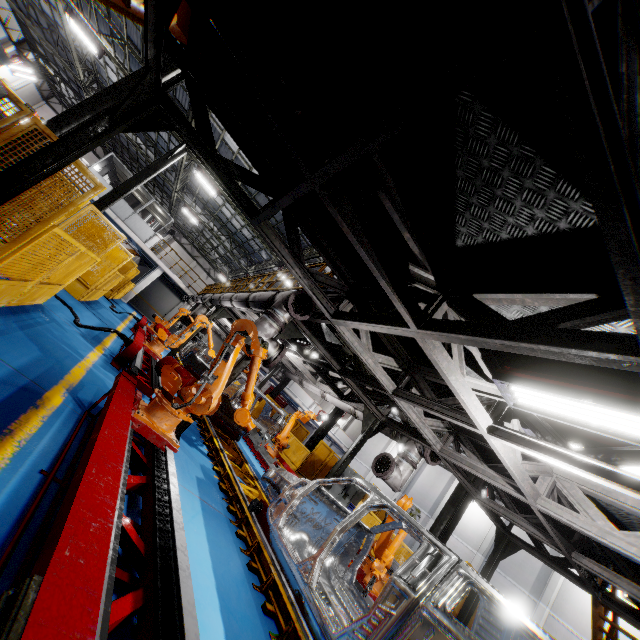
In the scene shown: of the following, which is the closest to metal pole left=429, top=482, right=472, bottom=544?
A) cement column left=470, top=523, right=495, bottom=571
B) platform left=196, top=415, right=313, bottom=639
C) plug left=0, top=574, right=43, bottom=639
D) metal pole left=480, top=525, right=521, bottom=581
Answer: metal pole left=480, top=525, right=521, bottom=581

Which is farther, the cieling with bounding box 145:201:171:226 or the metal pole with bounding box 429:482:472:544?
the cieling with bounding box 145:201:171:226

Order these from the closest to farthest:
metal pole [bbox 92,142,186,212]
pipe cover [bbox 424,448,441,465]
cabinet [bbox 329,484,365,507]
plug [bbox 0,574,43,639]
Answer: plug [bbox 0,574,43,639]
pipe cover [bbox 424,448,441,465]
cabinet [bbox 329,484,365,507]
metal pole [bbox 92,142,186,212]

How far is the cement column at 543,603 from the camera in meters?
17.9

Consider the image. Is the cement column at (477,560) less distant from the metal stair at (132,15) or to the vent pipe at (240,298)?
the vent pipe at (240,298)

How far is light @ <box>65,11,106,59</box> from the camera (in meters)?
13.77

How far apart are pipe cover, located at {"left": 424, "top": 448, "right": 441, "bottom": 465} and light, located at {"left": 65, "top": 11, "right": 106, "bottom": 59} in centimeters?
2043cm

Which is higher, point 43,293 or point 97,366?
point 43,293
